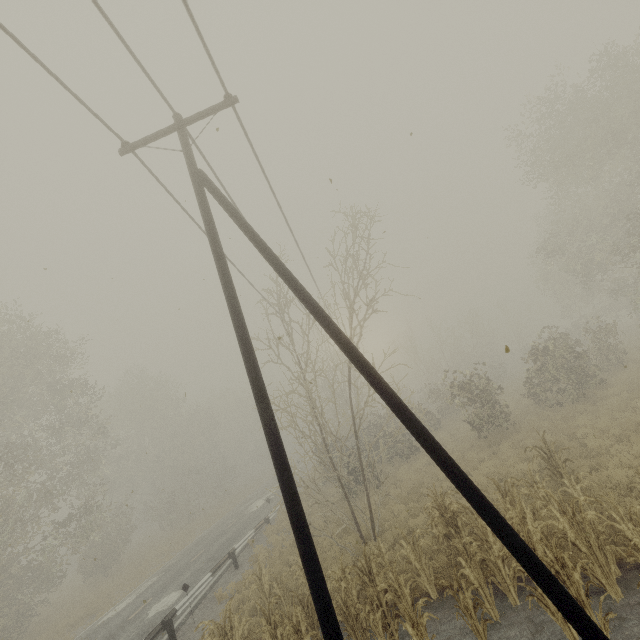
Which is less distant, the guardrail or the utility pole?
the utility pole

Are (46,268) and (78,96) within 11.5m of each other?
yes

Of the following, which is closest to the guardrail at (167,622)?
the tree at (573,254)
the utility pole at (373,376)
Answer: the tree at (573,254)

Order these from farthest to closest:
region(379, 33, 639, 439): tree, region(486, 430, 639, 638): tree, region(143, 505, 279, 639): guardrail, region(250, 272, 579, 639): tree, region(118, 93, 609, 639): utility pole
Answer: region(379, 33, 639, 439): tree
region(143, 505, 279, 639): guardrail
region(250, 272, 579, 639): tree
region(486, 430, 639, 638): tree
region(118, 93, 609, 639): utility pole

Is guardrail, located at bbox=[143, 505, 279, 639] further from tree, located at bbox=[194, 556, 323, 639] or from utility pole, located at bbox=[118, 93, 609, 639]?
utility pole, located at bbox=[118, 93, 609, 639]

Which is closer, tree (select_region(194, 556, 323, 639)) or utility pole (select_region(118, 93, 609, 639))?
utility pole (select_region(118, 93, 609, 639))

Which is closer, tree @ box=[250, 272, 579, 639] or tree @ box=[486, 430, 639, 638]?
tree @ box=[486, 430, 639, 638]
